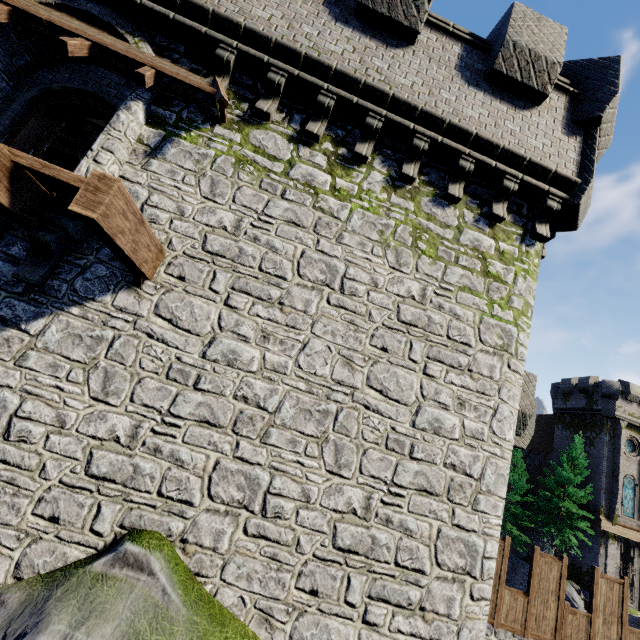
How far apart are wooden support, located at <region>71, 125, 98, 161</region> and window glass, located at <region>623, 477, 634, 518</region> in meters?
47.7

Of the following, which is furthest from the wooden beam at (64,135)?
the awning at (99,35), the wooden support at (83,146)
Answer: the awning at (99,35)

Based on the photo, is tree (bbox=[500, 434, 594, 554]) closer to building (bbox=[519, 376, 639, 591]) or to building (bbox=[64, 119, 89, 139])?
building (bbox=[519, 376, 639, 591])

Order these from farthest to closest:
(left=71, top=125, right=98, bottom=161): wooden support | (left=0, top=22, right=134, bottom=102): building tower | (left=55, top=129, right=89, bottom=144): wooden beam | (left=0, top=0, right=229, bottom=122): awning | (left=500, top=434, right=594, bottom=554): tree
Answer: (left=500, top=434, right=594, bottom=554): tree < (left=55, top=129, right=89, bottom=144): wooden beam < (left=71, top=125, right=98, bottom=161): wooden support < (left=0, top=22, right=134, bottom=102): building tower < (left=0, top=0, right=229, bottom=122): awning

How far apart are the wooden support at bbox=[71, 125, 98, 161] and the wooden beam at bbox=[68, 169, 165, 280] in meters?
9.7

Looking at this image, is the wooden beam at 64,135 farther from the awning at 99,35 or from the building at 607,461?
the building at 607,461

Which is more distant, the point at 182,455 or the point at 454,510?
the point at 454,510

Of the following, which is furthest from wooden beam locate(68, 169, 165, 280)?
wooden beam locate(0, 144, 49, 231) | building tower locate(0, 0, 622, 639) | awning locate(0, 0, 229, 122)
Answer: awning locate(0, 0, 229, 122)
